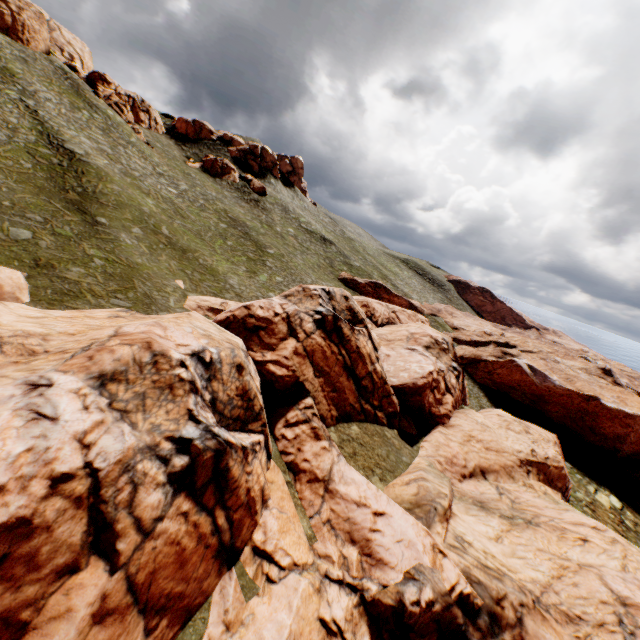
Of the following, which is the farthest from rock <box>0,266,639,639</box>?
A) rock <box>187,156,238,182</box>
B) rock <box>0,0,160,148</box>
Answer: rock <box>0,0,160,148</box>

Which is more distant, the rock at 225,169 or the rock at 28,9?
the rock at 225,169

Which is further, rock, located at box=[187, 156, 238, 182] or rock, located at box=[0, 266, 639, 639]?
rock, located at box=[187, 156, 238, 182]

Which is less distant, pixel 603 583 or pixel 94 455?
pixel 94 455

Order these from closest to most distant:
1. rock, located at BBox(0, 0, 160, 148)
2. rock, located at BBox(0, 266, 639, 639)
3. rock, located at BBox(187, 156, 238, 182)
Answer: rock, located at BBox(0, 266, 639, 639), rock, located at BBox(0, 0, 160, 148), rock, located at BBox(187, 156, 238, 182)

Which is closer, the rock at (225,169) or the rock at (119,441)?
the rock at (119,441)

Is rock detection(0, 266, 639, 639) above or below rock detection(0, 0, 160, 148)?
below
